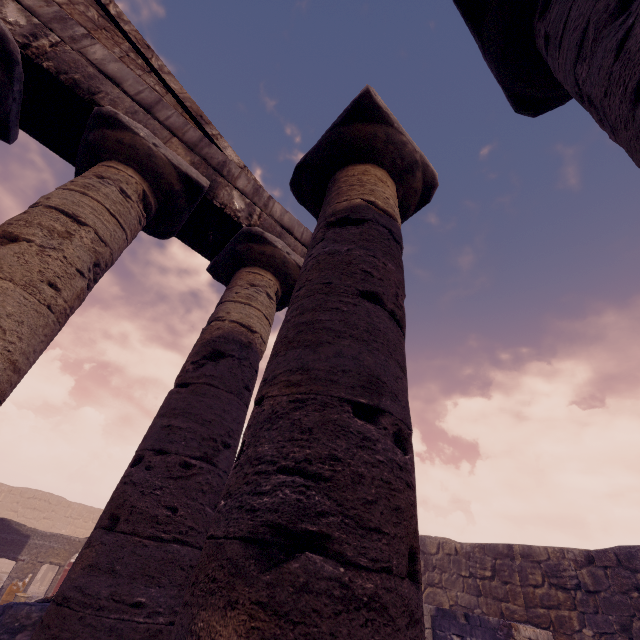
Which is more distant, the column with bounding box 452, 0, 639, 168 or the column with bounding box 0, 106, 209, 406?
the column with bounding box 0, 106, 209, 406

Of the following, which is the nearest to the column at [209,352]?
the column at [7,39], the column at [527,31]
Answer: the column at [527,31]

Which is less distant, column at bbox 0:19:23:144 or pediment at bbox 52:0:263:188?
column at bbox 0:19:23:144

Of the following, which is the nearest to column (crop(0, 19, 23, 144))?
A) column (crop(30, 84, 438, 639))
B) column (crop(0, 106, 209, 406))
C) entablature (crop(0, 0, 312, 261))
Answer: entablature (crop(0, 0, 312, 261))

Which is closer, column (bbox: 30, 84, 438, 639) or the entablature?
column (bbox: 30, 84, 438, 639)

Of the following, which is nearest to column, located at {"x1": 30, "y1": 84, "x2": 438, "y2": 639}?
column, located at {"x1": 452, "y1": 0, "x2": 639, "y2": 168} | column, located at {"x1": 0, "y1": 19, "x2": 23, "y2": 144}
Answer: column, located at {"x1": 452, "y1": 0, "x2": 639, "y2": 168}

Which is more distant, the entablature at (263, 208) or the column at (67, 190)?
the entablature at (263, 208)

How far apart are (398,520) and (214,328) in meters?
3.1
